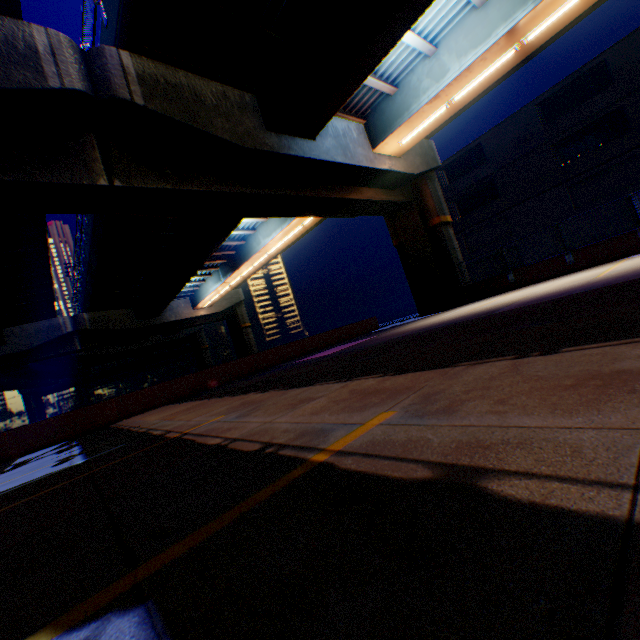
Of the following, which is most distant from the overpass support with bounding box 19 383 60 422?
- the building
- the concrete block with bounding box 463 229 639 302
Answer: the building

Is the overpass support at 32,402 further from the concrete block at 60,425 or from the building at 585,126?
the building at 585,126

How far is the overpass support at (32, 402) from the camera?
58.66m

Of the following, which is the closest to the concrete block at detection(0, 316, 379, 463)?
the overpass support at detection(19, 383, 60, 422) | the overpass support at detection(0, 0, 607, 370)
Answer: the overpass support at detection(0, 0, 607, 370)

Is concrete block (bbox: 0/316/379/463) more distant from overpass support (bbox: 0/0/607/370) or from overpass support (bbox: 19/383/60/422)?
overpass support (bbox: 19/383/60/422)

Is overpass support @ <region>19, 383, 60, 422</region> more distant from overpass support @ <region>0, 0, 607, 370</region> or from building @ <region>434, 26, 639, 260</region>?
building @ <region>434, 26, 639, 260</region>

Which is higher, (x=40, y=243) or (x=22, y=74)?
(x=40, y=243)
